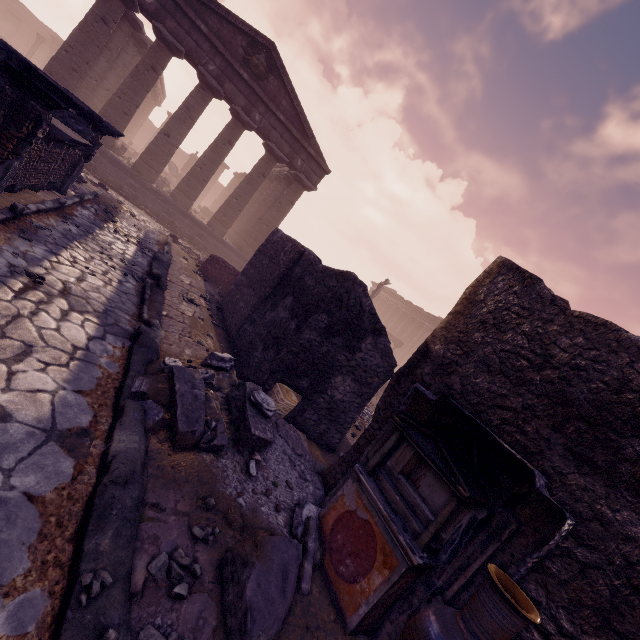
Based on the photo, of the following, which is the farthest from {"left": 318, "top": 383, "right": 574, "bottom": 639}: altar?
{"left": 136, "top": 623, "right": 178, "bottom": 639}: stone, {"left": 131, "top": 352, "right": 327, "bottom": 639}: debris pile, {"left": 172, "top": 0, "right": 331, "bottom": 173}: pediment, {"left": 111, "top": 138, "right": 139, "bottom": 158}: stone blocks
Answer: {"left": 111, "top": 138, "right": 139, "bottom": 158}: stone blocks

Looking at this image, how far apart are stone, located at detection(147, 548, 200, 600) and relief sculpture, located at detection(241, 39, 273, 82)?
18.4m

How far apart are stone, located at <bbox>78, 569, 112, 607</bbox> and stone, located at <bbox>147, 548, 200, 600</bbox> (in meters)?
0.30

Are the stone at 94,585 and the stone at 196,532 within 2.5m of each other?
yes

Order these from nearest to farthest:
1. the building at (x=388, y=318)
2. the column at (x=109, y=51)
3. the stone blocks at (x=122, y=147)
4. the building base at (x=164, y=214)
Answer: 1. the column at (x=109, y=51)
2. the building base at (x=164, y=214)
3. the stone blocks at (x=122, y=147)
4. the building at (x=388, y=318)

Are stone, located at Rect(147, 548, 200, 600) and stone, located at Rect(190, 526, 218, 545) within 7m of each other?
yes

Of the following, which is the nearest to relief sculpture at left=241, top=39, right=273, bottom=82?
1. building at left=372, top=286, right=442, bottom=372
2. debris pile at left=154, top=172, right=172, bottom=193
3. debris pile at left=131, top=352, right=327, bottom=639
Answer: debris pile at left=154, top=172, right=172, bottom=193

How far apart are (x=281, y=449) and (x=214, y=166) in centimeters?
1578cm
